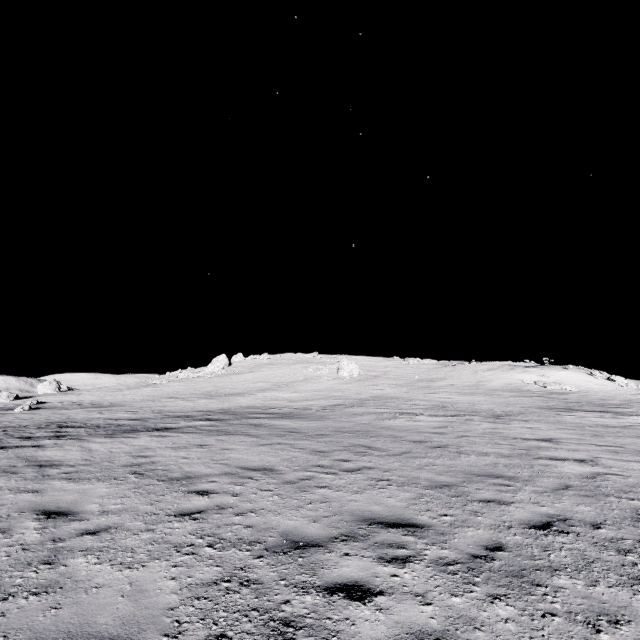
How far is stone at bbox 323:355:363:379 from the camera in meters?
42.6 m

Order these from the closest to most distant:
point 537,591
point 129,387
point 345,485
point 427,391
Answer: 1. point 537,591
2. point 345,485
3. point 427,391
4. point 129,387

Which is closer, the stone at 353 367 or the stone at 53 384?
the stone at 353 367

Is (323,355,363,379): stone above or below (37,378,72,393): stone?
above

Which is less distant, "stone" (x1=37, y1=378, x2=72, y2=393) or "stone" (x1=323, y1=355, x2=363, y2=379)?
"stone" (x1=323, y1=355, x2=363, y2=379)

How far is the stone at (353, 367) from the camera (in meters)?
42.62

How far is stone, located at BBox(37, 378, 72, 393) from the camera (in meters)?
46.79
